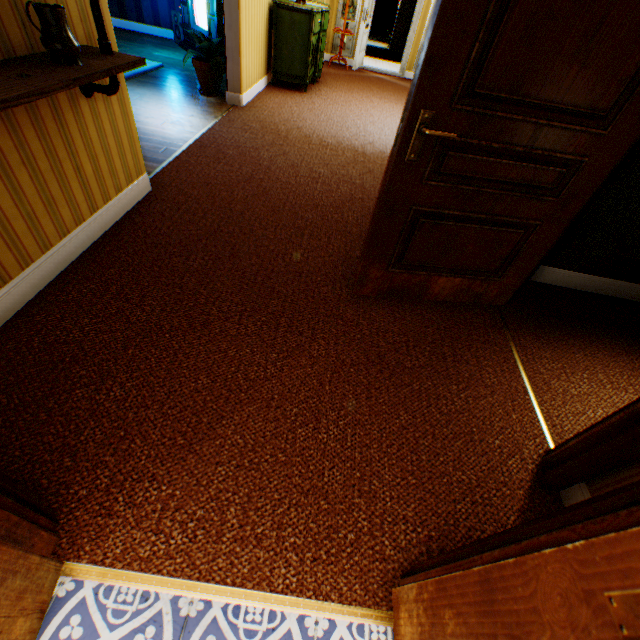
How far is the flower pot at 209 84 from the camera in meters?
4.8

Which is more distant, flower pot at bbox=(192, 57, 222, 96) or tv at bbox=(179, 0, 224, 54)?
tv at bbox=(179, 0, 224, 54)

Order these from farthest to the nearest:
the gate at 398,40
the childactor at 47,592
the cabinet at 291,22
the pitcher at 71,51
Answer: the gate at 398,40, the cabinet at 291,22, the pitcher at 71,51, the childactor at 47,592

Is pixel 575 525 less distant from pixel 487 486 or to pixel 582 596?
pixel 582 596

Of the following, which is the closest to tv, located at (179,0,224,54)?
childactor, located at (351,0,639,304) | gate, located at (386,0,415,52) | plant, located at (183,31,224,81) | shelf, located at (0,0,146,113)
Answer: plant, located at (183,31,224,81)

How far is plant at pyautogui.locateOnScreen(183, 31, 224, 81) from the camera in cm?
472

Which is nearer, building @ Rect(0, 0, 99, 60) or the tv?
building @ Rect(0, 0, 99, 60)

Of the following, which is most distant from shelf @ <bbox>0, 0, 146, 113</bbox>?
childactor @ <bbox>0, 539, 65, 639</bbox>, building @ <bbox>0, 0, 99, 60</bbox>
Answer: childactor @ <bbox>0, 539, 65, 639</bbox>
